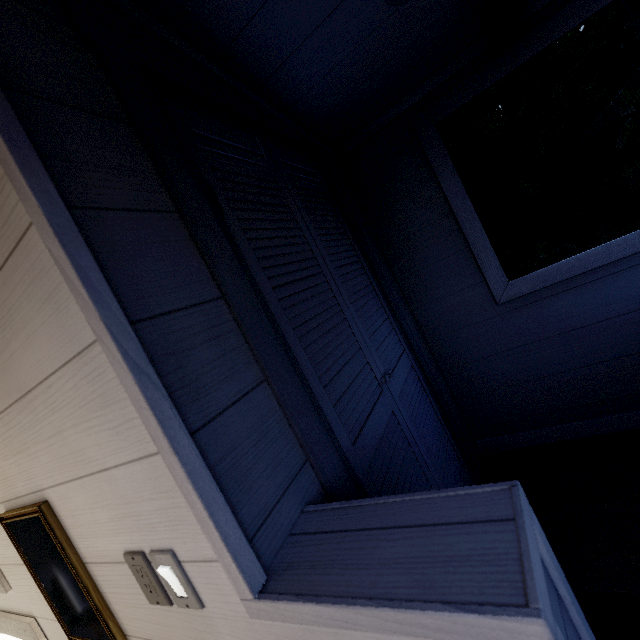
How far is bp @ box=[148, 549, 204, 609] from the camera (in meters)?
0.62

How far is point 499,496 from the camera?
0.49m

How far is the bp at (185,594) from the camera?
0.62m
